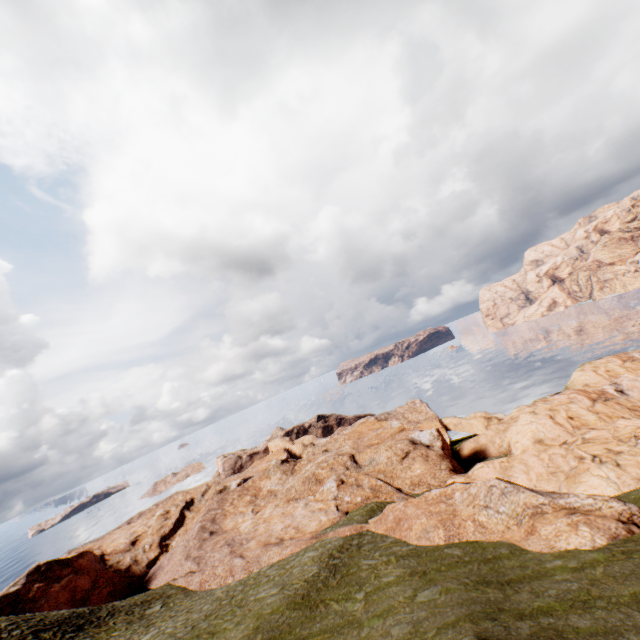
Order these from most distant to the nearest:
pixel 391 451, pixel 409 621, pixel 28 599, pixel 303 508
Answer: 1. pixel 391 451
2. pixel 303 508
3. pixel 28 599
4. pixel 409 621
